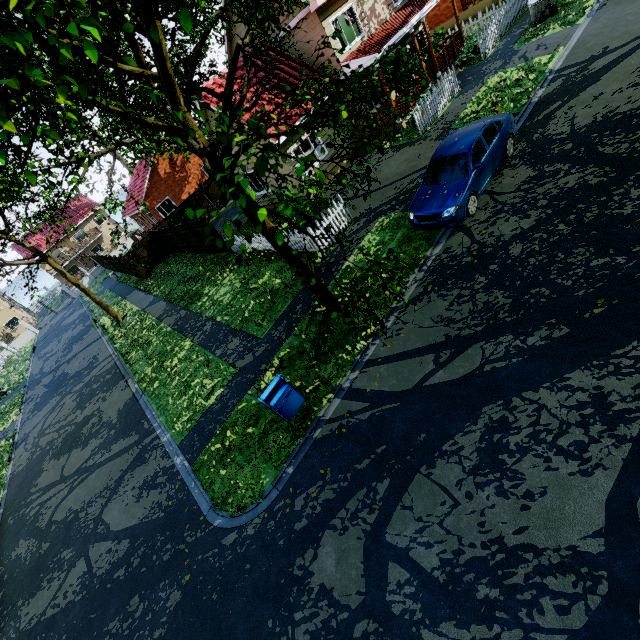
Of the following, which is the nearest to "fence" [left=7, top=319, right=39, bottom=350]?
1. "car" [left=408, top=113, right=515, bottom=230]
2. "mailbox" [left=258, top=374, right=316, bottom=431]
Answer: "car" [left=408, top=113, right=515, bottom=230]

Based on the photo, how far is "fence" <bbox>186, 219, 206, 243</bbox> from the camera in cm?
1746

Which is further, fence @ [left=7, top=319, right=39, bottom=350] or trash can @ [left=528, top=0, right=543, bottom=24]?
fence @ [left=7, top=319, right=39, bottom=350]

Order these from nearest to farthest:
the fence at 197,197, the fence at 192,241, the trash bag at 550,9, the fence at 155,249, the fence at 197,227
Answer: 1. the trash bag at 550,9
2. the fence at 197,227
3. the fence at 192,241
4. the fence at 155,249
5. the fence at 197,197

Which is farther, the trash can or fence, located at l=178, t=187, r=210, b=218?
fence, located at l=178, t=187, r=210, b=218

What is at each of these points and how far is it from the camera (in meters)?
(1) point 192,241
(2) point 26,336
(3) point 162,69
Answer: (1) fence, 20.97
(2) fence, 42.09
(3) tree, 5.34

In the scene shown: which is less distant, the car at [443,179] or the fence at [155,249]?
the car at [443,179]

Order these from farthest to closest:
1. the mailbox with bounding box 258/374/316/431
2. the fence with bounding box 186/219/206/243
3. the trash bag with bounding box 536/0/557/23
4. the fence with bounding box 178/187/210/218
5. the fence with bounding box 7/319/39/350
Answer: the fence with bounding box 7/319/39/350
the fence with bounding box 178/187/210/218
the fence with bounding box 186/219/206/243
the trash bag with bounding box 536/0/557/23
the mailbox with bounding box 258/374/316/431
